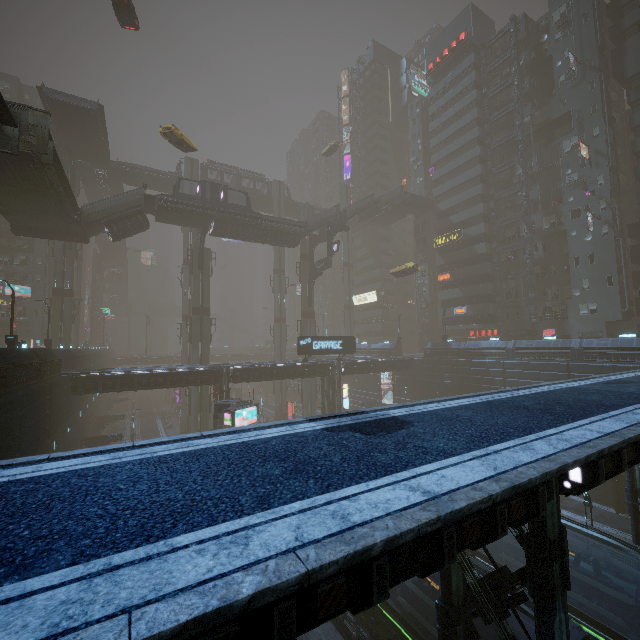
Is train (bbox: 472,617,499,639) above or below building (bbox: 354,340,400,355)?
below

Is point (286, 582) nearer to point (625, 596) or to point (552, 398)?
point (552, 398)

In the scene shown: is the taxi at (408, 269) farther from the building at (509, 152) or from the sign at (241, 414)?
the sign at (241, 414)

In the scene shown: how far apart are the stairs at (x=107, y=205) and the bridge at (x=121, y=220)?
0.01m

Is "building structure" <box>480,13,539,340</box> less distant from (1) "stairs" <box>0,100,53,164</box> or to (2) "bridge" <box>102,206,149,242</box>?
(2) "bridge" <box>102,206,149,242</box>

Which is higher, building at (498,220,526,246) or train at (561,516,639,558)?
building at (498,220,526,246)

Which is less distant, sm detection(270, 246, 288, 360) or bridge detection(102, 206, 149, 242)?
bridge detection(102, 206, 149, 242)

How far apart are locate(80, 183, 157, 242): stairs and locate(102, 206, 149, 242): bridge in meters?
0.0
